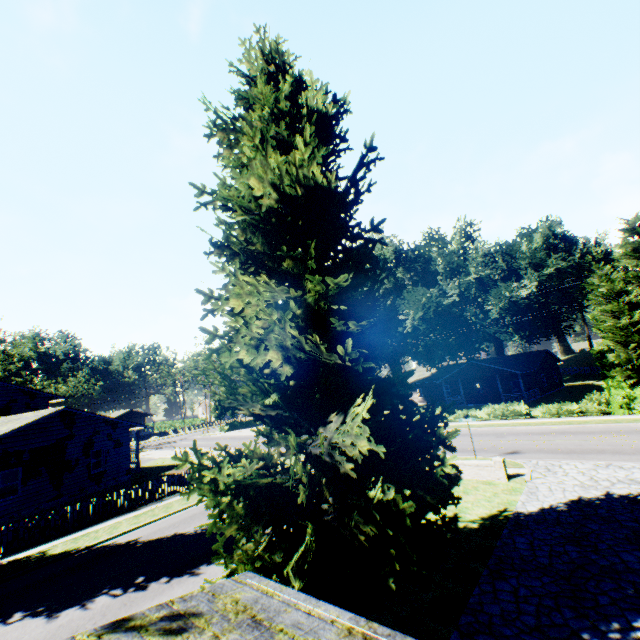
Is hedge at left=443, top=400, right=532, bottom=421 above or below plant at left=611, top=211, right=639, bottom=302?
below

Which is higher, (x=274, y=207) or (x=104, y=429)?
(x=274, y=207)

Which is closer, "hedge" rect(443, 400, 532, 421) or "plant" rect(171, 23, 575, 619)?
"plant" rect(171, 23, 575, 619)

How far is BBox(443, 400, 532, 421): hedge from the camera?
28.17m

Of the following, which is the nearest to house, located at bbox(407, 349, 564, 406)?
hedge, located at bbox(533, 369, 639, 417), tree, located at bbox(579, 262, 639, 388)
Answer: tree, located at bbox(579, 262, 639, 388)

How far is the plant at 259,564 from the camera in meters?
6.5 m

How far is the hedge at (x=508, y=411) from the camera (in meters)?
28.17

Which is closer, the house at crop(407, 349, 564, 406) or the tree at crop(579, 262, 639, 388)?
the tree at crop(579, 262, 639, 388)
